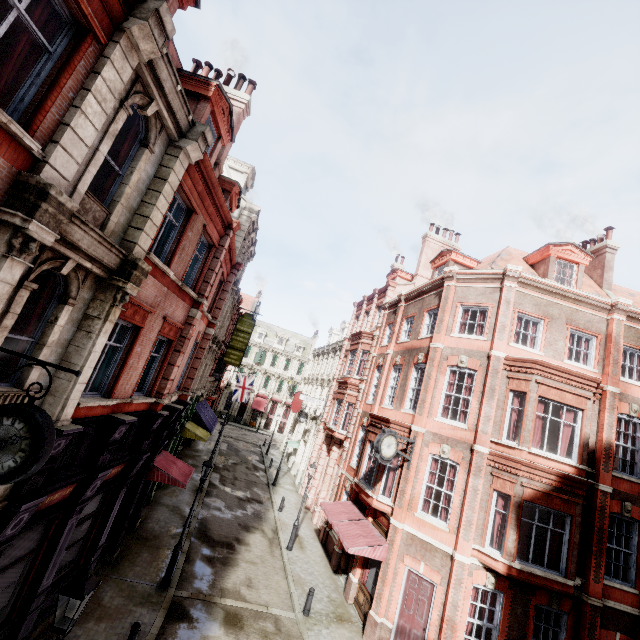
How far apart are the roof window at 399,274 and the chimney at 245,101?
16.8 meters

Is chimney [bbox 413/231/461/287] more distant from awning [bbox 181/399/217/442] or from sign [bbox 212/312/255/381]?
awning [bbox 181/399/217/442]

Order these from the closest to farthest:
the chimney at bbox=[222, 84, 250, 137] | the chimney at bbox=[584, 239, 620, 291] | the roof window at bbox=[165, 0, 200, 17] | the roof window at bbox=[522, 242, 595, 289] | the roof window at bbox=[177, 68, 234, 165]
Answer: the roof window at bbox=[165, 0, 200, 17], the roof window at bbox=[177, 68, 234, 165], the chimney at bbox=[222, 84, 250, 137], the roof window at bbox=[522, 242, 595, 289], the chimney at bbox=[584, 239, 620, 291]

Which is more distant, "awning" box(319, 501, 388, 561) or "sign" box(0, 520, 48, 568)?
"awning" box(319, 501, 388, 561)

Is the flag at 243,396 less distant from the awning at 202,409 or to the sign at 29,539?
the awning at 202,409

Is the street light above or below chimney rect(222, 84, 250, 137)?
below

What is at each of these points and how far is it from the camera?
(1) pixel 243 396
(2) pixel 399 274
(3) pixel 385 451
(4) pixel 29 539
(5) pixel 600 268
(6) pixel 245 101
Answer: (1) flag, 34.6m
(2) roof window, 27.8m
(3) clock, 13.3m
(4) sign, 7.7m
(5) chimney, 18.8m
(6) chimney, 14.5m

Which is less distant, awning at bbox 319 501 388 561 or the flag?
awning at bbox 319 501 388 561
